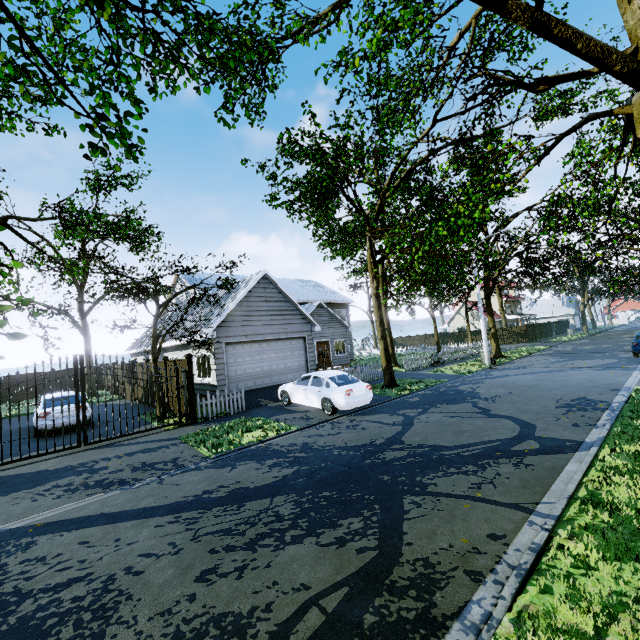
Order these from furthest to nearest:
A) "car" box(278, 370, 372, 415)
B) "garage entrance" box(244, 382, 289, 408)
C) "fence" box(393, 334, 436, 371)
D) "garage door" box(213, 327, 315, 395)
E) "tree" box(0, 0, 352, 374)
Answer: "fence" box(393, 334, 436, 371)
"garage door" box(213, 327, 315, 395)
"garage entrance" box(244, 382, 289, 408)
"car" box(278, 370, 372, 415)
"tree" box(0, 0, 352, 374)

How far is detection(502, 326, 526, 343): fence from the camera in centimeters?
4072cm

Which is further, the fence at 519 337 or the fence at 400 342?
the fence at 519 337

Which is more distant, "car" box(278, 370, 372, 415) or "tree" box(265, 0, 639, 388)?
"car" box(278, 370, 372, 415)

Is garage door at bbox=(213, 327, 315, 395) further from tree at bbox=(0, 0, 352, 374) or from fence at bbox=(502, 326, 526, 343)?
fence at bbox=(502, 326, 526, 343)

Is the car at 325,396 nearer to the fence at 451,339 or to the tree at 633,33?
the fence at 451,339

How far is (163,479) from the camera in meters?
7.3
